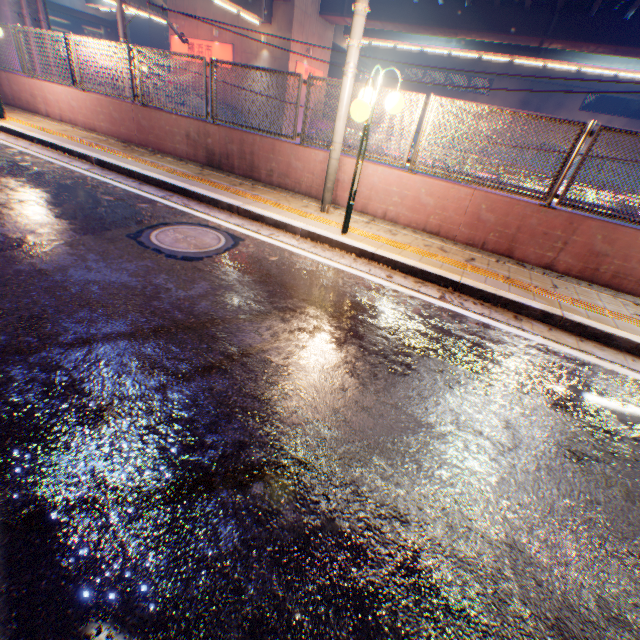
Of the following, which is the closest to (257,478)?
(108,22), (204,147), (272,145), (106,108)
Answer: (272,145)

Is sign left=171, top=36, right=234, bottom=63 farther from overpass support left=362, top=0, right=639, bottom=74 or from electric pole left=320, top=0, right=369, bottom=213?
electric pole left=320, top=0, right=369, bottom=213

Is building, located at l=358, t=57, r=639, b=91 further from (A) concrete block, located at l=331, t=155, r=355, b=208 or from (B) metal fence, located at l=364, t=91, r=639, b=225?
(A) concrete block, located at l=331, t=155, r=355, b=208

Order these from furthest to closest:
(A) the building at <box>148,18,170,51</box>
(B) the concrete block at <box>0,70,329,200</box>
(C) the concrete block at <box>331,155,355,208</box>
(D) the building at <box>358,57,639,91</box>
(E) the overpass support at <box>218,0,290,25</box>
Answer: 1. (A) the building at <box>148,18,170,51</box>
2. (D) the building at <box>358,57,639,91</box>
3. (E) the overpass support at <box>218,0,290,25</box>
4. (B) the concrete block at <box>0,70,329,200</box>
5. (C) the concrete block at <box>331,155,355,208</box>

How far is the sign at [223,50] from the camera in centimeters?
2552cm

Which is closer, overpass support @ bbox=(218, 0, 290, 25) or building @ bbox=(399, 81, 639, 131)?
overpass support @ bbox=(218, 0, 290, 25)

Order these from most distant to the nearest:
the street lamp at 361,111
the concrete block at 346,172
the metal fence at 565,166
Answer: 1. the concrete block at 346,172
2. the metal fence at 565,166
3. the street lamp at 361,111

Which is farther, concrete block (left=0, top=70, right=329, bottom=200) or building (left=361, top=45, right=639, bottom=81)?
building (left=361, top=45, right=639, bottom=81)
